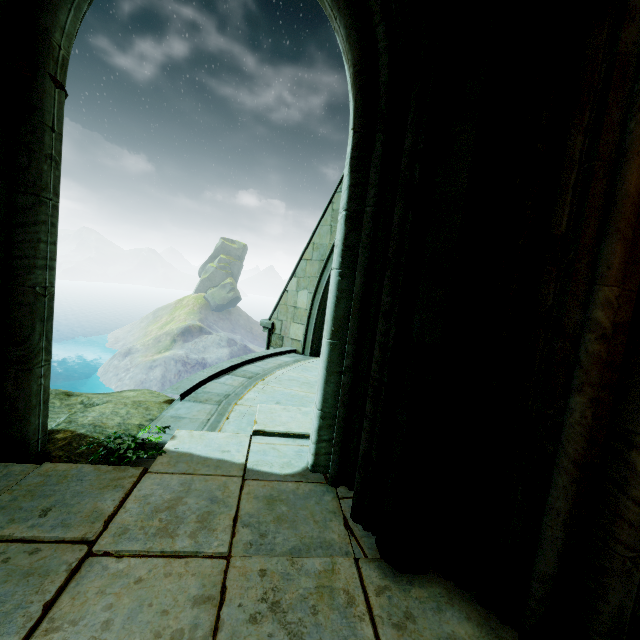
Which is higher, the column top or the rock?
the column top

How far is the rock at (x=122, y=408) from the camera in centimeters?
288cm

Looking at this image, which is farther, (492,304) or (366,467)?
(366,467)

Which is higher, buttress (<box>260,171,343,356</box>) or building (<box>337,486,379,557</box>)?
buttress (<box>260,171,343,356</box>)

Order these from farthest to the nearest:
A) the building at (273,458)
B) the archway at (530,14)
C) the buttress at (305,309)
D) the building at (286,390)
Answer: the buttress at (305,309)
the building at (286,390)
the building at (273,458)
the archway at (530,14)

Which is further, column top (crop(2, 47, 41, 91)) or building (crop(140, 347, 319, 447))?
building (crop(140, 347, 319, 447))

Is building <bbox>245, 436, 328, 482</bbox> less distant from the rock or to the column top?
the rock

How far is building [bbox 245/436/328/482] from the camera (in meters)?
2.87
